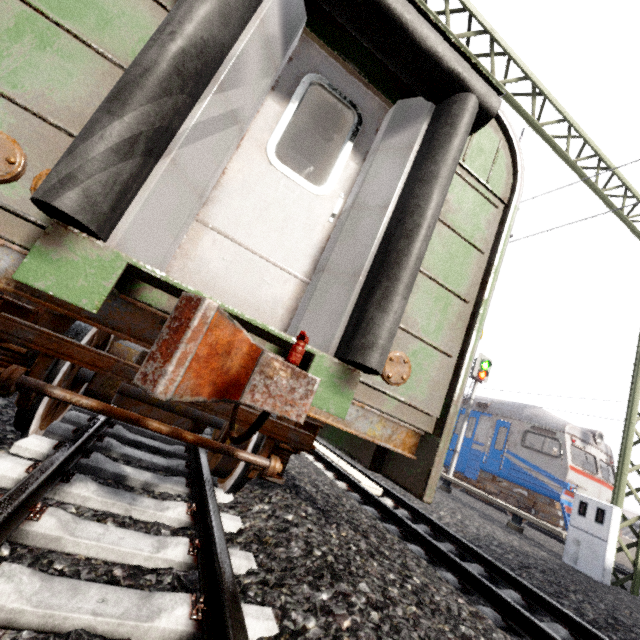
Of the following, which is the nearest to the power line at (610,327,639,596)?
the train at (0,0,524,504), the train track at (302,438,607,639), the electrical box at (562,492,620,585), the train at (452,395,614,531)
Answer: the electrical box at (562,492,620,585)

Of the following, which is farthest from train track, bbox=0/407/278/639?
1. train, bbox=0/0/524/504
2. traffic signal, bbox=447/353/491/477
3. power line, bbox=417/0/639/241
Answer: traffic signal, bbox=447/353/491/477

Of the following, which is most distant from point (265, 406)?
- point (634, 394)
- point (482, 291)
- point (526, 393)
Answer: point (526, 393)

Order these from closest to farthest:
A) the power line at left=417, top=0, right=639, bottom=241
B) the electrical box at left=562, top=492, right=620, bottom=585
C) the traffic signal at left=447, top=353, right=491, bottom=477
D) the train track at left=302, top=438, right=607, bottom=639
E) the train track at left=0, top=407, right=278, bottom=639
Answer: the train track at left=0, top=407, right=278, bottom=639 → the train track at left=302, top=438, right=607, bottom=639 → the power line at left=417, top=0, right=639, bottom=241 → the electrical box at left=562, top=492, right=620, bottom=585 → the traffic signal at left=447, top=353, right=491, bottom=477

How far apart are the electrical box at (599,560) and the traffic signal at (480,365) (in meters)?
6.72

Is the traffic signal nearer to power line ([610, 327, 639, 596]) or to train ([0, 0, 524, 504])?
power line ([610, 327, 639, 596])

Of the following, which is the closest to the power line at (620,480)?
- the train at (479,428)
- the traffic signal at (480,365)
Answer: the train at (479,428)

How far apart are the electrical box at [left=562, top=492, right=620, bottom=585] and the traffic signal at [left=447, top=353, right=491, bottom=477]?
6.7 meters
